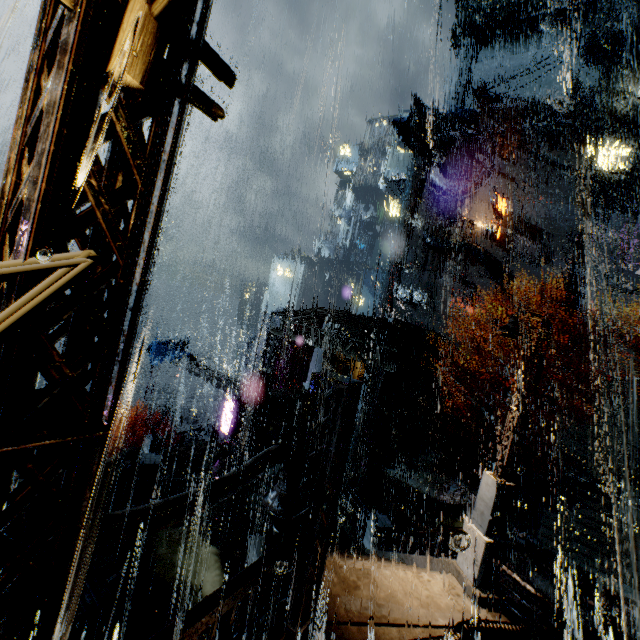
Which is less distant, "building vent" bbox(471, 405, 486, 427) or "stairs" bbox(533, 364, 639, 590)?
"stairs" bbox(533, 364, 639, 590)

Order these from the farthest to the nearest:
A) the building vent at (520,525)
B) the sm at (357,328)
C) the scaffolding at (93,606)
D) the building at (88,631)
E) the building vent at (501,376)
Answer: the building vent at (501,376) → the sm at (357,328) → the building vent at (520,525) → the building at (88,631) → the scaffolding at (93,606)

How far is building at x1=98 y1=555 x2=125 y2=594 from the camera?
9.9 meters

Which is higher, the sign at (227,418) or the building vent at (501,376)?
the building vent at (501,376)

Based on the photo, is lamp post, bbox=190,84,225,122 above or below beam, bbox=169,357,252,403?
above

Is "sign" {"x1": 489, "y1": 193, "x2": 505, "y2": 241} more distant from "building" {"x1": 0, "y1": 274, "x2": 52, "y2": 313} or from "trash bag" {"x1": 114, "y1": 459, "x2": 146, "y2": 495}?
"trash bag" {"x1": 114, "y1": 459, "x2": 146, "y2": 495}

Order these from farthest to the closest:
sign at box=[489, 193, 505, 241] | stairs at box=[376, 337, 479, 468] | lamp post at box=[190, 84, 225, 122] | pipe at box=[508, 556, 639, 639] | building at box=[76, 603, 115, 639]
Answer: sign at box=[489, 193, 505, 241] → stairs at box=[376, 337, 479, 468] → pipe at box=[508, 556, 639, 639] → building at box=[76, 603, 115, 639] → lamp post at box=[190, 84, 225, 122]

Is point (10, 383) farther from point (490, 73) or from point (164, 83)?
point (490, 73)
